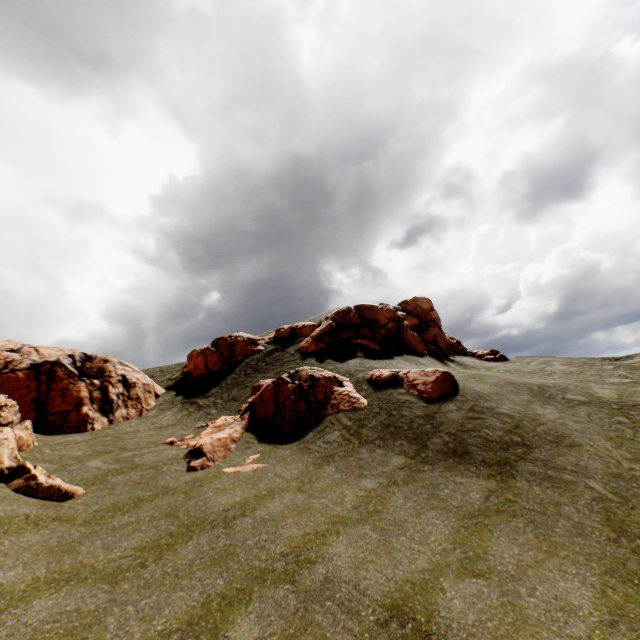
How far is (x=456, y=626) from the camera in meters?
6.1

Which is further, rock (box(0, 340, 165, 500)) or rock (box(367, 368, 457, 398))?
rock (box(367, 368, 457, 398))

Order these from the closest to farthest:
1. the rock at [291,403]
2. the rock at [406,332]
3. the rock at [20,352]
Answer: the rock at [20,352], the rock at [291,403], the rock at [406,332]

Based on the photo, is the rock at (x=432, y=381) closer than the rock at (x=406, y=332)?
Yes

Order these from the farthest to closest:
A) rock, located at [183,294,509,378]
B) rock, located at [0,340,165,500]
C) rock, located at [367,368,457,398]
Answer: rock, located at [183,294,509,378] → rock, located at [367,368,457,398] → rock, located at [0,340,165,500]

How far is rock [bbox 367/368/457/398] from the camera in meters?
17.2
